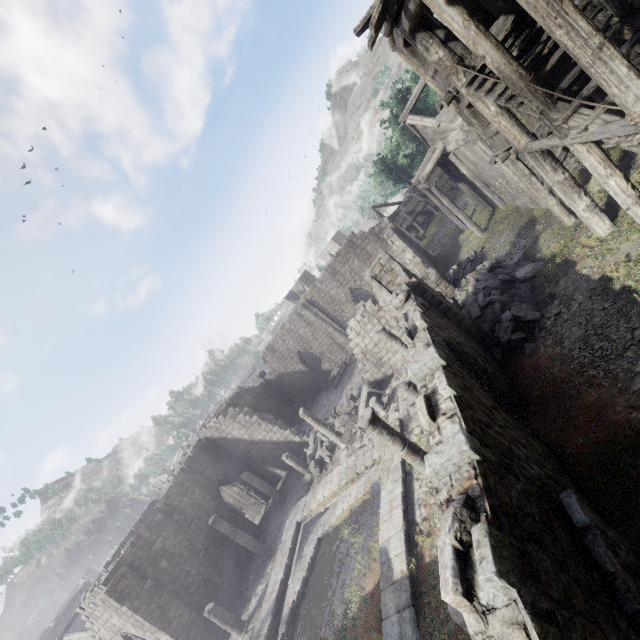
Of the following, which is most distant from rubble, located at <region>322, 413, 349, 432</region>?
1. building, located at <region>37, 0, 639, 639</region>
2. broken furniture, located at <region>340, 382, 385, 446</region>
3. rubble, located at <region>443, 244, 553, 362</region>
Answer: rubble, located at <region>443, 244, 553, 362</region>

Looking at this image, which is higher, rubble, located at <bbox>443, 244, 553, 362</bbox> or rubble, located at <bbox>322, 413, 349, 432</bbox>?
rubble, located at <bbox>443, 244, 553, 362</bbox>

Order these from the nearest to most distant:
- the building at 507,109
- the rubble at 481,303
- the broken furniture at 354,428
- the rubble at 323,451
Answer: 1. the building at 507,109
2. the rubble at 481,303
3. the broken furniture at 354,428
4. the rubble at 323,451

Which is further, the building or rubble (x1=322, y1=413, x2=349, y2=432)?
rubble (x1=322, y1=413, x2=349, y2=432)

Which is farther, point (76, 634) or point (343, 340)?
point (343, 340)

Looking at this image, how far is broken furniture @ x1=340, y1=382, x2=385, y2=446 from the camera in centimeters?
1778cm

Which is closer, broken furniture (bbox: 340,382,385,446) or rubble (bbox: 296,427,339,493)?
broken furniture (bbox: 340,382,385,446)

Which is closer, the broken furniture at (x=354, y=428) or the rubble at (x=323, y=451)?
the broken furniture at (x=354, y=428)
